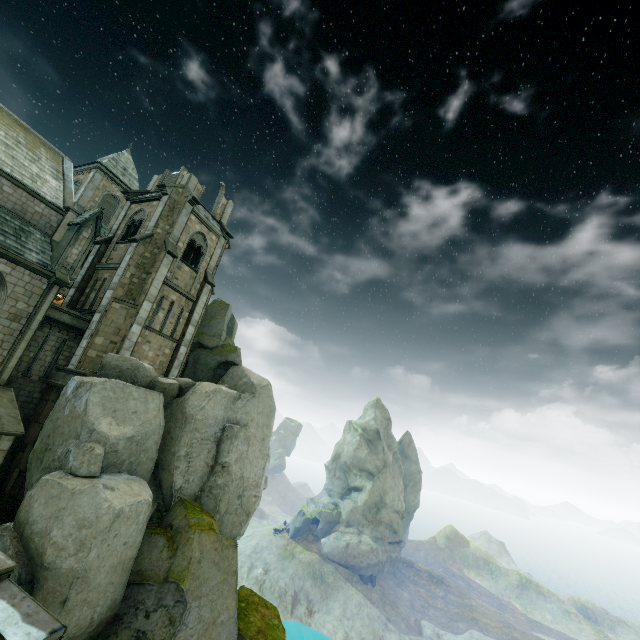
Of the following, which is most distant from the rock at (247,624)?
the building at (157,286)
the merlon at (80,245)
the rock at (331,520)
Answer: the rock at (331,520)

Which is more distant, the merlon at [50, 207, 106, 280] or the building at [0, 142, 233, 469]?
the merlon at [50, 207, 106, 280]

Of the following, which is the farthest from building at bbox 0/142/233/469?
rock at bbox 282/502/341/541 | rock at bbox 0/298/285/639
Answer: rock at bbox 282/502/341/541

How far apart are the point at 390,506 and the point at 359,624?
18.1 meters

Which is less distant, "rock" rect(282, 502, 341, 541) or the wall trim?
the wall trim

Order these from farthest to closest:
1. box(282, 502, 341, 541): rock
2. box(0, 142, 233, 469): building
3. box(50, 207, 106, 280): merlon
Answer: box(282, 502, 341, 541): rock
box(50, 207, 106, 280): merlon
box(0, 142, 233, 469): building

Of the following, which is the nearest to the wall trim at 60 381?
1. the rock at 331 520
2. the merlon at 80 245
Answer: the merlon at 80 245

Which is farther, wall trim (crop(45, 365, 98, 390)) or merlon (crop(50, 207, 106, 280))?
merlon (crop(50, 207, 106, 280))
